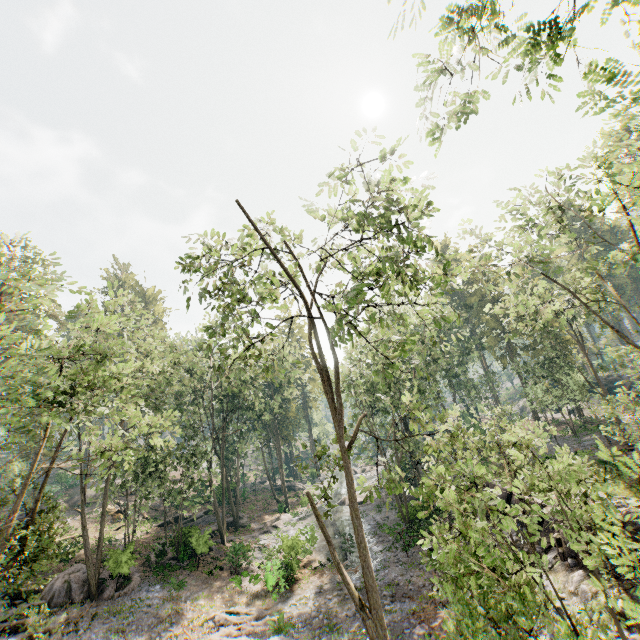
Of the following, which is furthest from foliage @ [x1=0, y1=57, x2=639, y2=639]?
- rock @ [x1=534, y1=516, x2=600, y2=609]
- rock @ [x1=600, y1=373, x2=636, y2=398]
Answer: rock @ [x1=600, y1=373, x2=636, y2=398]

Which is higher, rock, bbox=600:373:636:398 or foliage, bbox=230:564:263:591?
rock, bbox=600:373:636:398

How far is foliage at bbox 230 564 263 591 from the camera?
22.02m

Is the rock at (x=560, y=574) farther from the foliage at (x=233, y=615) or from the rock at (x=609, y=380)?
the rock at (x=609, y=380)

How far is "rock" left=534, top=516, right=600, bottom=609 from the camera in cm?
1484

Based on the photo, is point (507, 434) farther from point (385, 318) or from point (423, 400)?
point (385, 318)

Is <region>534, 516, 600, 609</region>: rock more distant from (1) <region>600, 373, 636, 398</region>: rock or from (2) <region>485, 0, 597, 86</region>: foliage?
(1) <region>600, 373, 636, 398</region>: rock

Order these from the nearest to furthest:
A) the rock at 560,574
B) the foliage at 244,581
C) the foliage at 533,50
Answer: the foliage at 533,50 → the rock at 560,574 → the foliage at 244,581
